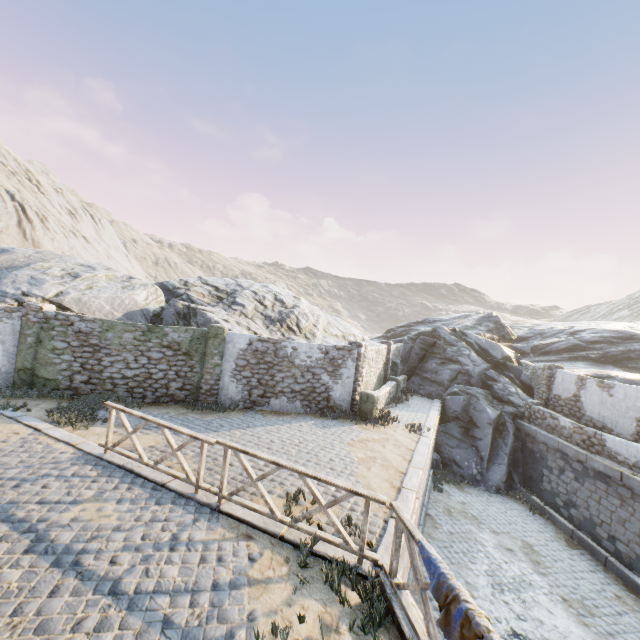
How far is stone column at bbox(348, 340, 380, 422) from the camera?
13.3m

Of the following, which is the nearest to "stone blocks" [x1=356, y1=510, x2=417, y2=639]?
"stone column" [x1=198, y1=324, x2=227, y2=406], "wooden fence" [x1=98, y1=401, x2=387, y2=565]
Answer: "wooden fence" [x1=98, y1=401, x2=387, y2=565]

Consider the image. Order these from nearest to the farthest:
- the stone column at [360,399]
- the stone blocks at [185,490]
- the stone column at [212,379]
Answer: the stone blocks at [185,490] < the stone column at [212,379] < the stone column at [360,399]

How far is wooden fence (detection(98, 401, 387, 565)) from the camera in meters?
5.3 m

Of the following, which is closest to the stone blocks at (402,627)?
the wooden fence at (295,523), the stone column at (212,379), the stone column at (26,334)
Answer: the wooden fence at (295,523)

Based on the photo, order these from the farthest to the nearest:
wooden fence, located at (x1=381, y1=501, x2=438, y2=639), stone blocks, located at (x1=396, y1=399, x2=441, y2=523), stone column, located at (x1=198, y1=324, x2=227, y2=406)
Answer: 1. stone column, located at (x1=198, y1=324, x2=227, y2=406)
2. stone blocks, located at (x1=396, y1=399, x2=441, y2=523)
3. wooden fence, located at (x1=381, y1=501, x2=438, y2=639)

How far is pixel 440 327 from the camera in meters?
22.6

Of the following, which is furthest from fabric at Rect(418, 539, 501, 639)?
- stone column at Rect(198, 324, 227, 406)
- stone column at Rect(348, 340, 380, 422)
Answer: stone column at Rect(198, 324, 227, 406)
